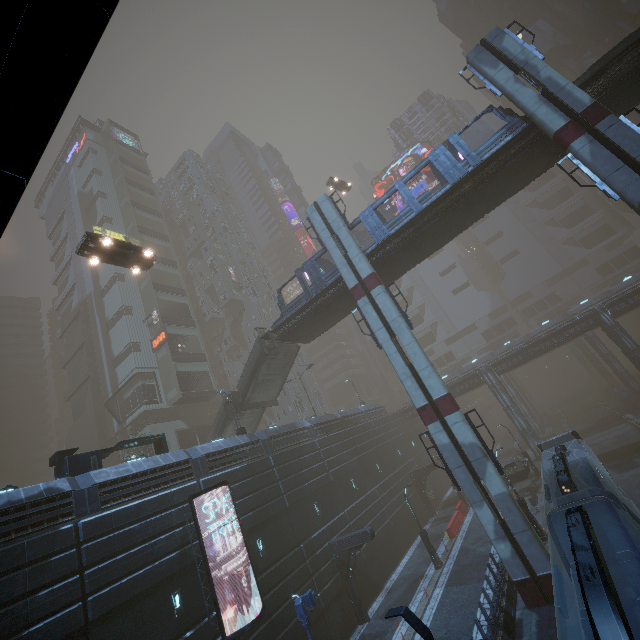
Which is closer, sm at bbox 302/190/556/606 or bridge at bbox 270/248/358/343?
sm at bbox 302/190/556/606

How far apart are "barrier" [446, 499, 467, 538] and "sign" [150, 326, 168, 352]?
38.0m

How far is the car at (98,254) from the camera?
18.58m

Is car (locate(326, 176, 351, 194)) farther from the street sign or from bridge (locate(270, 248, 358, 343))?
the street sign

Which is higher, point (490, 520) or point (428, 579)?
point (490, 520)

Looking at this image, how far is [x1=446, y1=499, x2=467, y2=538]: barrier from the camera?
27.6 meters

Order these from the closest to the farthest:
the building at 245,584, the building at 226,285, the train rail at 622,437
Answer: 1. the building at 245,584
2. the train rail at 622,437
3. the building at 226,285

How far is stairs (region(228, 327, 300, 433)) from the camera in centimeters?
2869cm
